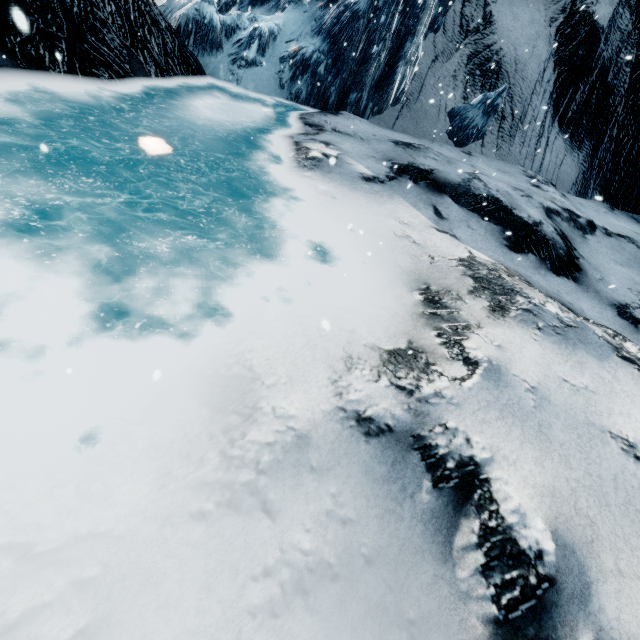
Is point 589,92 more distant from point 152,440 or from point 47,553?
point 47,553
